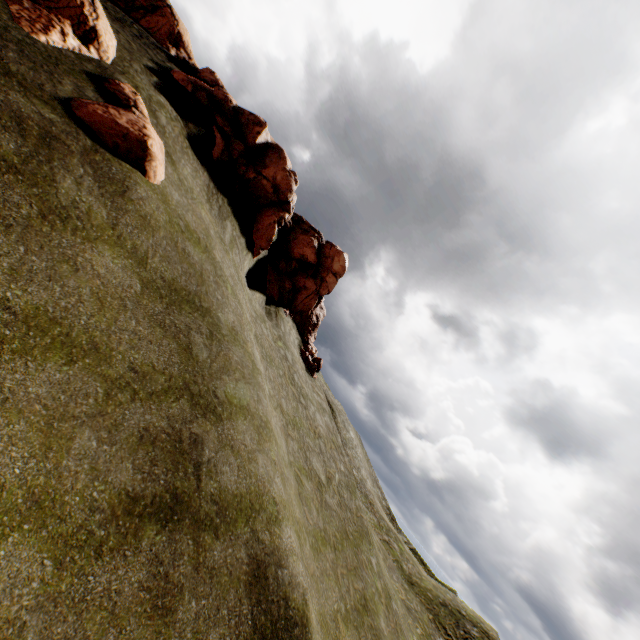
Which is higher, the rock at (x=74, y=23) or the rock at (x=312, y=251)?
the rock at (x=312, y=251)

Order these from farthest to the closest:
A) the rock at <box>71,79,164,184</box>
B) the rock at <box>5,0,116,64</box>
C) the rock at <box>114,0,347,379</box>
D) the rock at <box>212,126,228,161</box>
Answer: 1. the rock at <box>114,0,347,379</box>
2. the rock at <box>212,126,228,161</box>
3. the rock at <box>5,0,116,64</box>
4. the rock at <box>71,79,164,184</box>

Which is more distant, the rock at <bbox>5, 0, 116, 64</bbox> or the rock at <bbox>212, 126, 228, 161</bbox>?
the rock at <bbox>212, 126, 228, 161</bbox>

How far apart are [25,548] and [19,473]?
1.2m

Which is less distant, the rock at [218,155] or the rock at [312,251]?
the rock at [218,155]

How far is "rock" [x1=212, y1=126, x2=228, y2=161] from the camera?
18.3m
